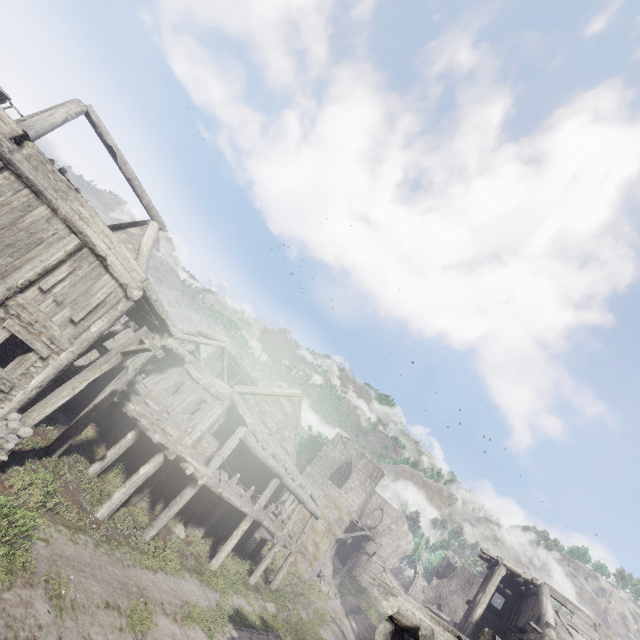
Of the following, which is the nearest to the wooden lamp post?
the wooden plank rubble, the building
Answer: the building

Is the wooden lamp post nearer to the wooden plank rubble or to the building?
the building

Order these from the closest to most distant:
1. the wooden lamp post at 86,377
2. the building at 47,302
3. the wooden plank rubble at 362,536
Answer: the wooden lamp post at 86,377 → the building at 47,302 → the wooden plank rubble at 362,536

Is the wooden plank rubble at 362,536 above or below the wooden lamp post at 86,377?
above

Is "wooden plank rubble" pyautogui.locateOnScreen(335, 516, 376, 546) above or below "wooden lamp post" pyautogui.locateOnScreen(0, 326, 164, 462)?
above

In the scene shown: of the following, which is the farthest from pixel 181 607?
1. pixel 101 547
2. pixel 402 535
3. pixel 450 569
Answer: pixel 450 569

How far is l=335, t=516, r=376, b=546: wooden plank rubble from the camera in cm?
2855

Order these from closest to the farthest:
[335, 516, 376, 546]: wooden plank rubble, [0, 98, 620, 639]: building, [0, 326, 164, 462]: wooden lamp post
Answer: [0, 326, 164, 462]: wooden lamp post → [0, 98, 620, 639]: building → [335, 516, 376, 546]: wooden plank rubble
